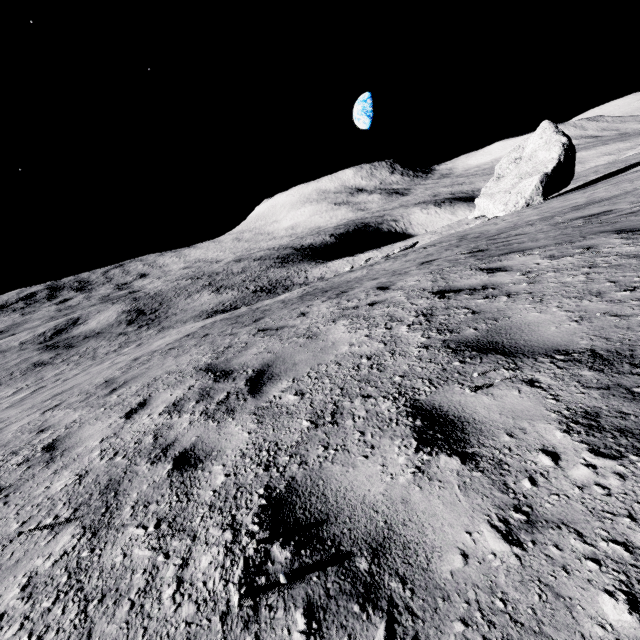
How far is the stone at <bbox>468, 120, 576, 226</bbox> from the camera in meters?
22.8

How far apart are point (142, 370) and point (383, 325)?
6.04m

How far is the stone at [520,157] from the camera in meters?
22.8 m
